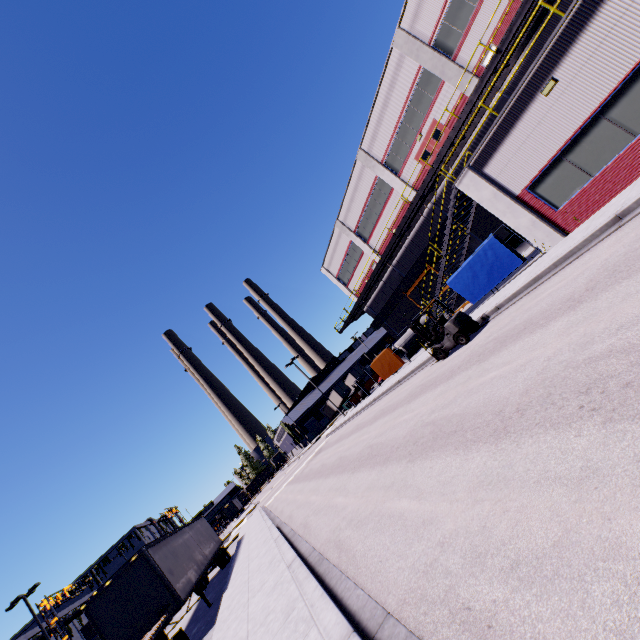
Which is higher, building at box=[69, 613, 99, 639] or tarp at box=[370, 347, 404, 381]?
building at box=[69, 613, 99, 639]

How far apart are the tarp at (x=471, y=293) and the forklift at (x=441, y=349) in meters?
3.3

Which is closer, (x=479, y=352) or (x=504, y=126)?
(x=479, y=352)

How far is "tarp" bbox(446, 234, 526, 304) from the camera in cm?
1492

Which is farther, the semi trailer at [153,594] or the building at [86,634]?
the building at [86,634]

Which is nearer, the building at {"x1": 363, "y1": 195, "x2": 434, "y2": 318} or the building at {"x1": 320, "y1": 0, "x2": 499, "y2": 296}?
the building at {"x1": 320, "y1": 0, "x2": 499, "y2": 296}

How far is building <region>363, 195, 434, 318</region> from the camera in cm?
2661

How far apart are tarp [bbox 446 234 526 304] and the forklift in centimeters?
328cm
